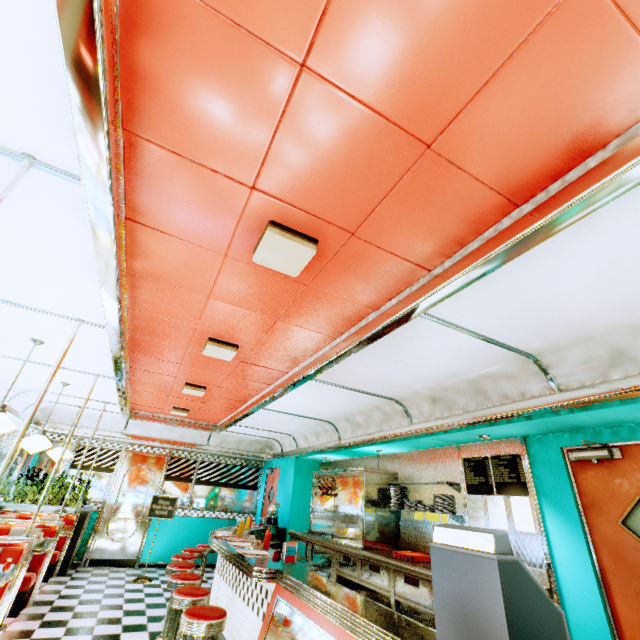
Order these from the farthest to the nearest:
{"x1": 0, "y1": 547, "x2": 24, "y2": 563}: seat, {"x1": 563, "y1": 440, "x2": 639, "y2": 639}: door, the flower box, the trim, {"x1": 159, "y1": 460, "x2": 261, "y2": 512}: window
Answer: {"x1": 159, "y1": 460, "x2": 261, "y2": 512}: window → the flower box → {"x1": 0, "y1": 547, "x2": 24, "y2": 563}: seat → {"x1": 563, "y1": 440, "x2": 639, "y2": 639}: door → the trim

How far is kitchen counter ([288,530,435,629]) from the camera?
3.74m

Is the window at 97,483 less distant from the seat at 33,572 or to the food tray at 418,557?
the seat at 33,572

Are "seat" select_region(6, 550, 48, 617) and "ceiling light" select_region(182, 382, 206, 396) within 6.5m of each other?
yes

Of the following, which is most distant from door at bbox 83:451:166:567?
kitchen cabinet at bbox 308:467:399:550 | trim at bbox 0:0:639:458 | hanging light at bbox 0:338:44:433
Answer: hanging light at bbox 0:338:44:433

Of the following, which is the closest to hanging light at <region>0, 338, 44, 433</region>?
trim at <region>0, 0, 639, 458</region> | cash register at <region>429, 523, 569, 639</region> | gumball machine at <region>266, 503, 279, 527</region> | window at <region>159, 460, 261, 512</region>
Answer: trim at <region>0, 0, 639, 458</region>

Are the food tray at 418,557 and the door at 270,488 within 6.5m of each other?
yes

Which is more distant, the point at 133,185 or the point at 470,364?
the point at 470,364
